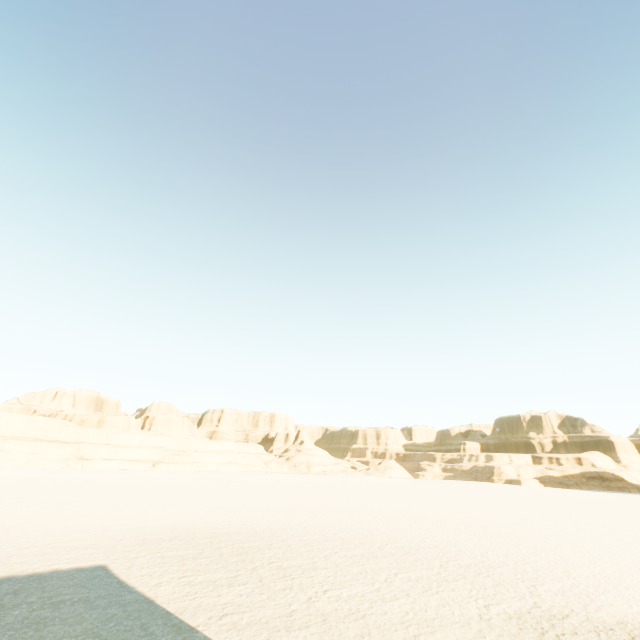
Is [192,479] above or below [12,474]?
below
